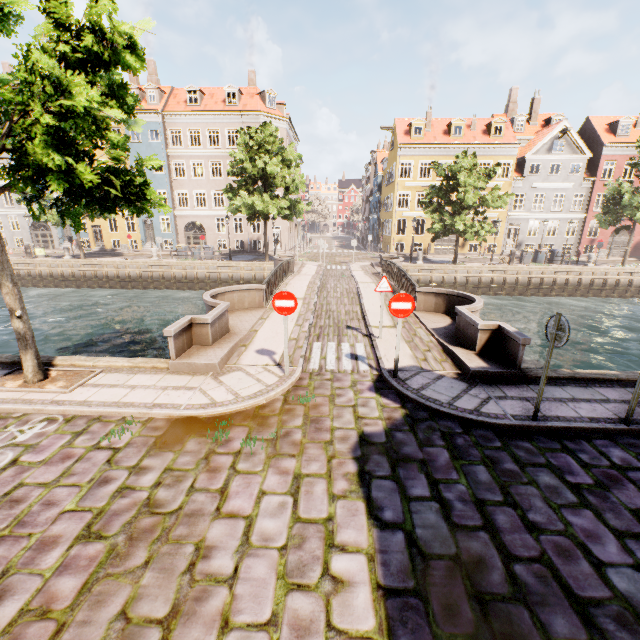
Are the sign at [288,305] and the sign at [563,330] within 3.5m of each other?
no

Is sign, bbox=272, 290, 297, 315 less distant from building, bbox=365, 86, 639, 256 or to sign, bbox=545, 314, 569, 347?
sign, bbox=545, 314, 569, 347

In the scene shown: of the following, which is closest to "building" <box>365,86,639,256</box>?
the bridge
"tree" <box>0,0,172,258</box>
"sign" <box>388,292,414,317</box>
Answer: "tree" <box>0,0,172,258</box>

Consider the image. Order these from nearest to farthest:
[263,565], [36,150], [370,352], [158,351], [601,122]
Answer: [263,565], [36,150], [370,352], [158,351], [601,122]

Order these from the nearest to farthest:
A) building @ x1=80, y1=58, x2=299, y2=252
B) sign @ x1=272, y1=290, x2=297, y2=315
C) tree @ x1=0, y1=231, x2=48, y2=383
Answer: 1. tree @ x1=0, y1=231, x2=48, y2=383
2. sign @ x1=272, y1=290, x2=297, y2=315
3. building @ x1=80, y1=58, x2=299, y2=252

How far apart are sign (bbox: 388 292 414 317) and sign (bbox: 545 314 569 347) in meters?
2.3 m

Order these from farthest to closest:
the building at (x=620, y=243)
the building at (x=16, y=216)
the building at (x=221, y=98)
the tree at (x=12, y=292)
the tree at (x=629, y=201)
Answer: the building at (x=16, y=216), the building at (x=620, y=243), the building at (x=221, y=98), the tree at (x=629, y=201), the tree at (x=12, y=292)

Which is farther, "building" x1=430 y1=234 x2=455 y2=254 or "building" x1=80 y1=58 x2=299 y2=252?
"building" x1=430 y1=234 x2=455 y2=254
